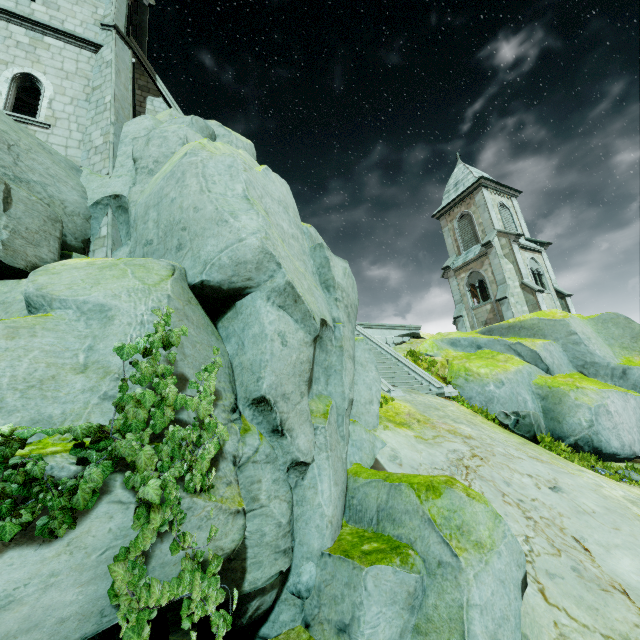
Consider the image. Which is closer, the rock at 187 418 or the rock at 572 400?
the rock at 187 418

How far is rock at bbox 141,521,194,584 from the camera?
2.6 meters

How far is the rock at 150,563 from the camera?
2.6m

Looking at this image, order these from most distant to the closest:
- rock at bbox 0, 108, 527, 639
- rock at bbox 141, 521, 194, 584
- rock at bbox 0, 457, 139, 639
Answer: rock at bbox 0, 108, 527, 639, rock at bbox 141, 521, 194, 584, rock at bbox 0, 457, 139, 639

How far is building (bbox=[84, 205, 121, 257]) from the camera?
8.7m

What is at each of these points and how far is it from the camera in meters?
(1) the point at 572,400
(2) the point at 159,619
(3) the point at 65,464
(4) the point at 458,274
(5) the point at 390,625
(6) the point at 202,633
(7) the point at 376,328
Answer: (1) rock, 12.4
(2) rock, 20.3
(3) rock, 2.4
(4) building, 28.7
(5) rock, 4.2
(6) rock, 5.4
(7) wall trim, 19.2

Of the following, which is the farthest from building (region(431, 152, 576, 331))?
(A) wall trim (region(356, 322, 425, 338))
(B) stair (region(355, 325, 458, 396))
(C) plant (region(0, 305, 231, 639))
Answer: (C) plant (region(0, 305, 231, 639))
